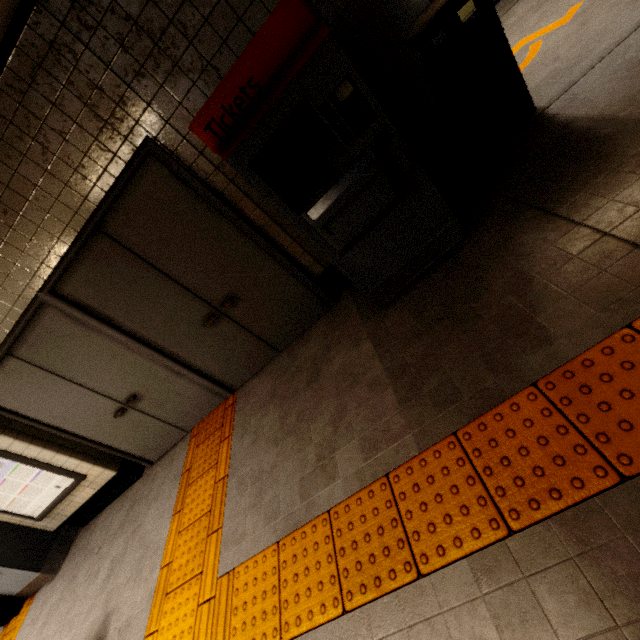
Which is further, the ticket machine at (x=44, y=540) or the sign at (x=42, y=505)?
the ticket machine at (x=44, y=540)

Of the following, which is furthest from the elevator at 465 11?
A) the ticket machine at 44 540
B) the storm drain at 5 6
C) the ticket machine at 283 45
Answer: the ticket machine at 44 540

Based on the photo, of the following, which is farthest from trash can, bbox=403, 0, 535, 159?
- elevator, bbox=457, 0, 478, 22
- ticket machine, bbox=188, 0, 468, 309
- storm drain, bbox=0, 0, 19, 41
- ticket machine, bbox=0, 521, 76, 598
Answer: ticket machine, bbox=0, 521, 76, 598

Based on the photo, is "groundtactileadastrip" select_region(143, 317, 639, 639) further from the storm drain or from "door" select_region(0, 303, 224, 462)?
the storm drain

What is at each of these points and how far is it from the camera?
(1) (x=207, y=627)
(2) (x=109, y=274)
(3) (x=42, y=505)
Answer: (1) groundtactileadastrip, 2.1m
(2) door, 2.9m
(3) sign, 4.3m

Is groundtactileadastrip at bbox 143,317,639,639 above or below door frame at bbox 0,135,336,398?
below

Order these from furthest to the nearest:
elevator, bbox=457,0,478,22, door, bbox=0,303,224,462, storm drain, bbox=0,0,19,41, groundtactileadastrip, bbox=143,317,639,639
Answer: elevator, bbox=457,0,478,22 < door, bbox=0,303,224,462 < storm drain, bbox=0,0,19,41 < groundtactileadastrip, bbox=143,317,639,639

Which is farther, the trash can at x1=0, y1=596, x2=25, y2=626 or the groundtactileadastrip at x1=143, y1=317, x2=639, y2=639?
the trash can at x1=0, y1=596, x2=25, y2=626
